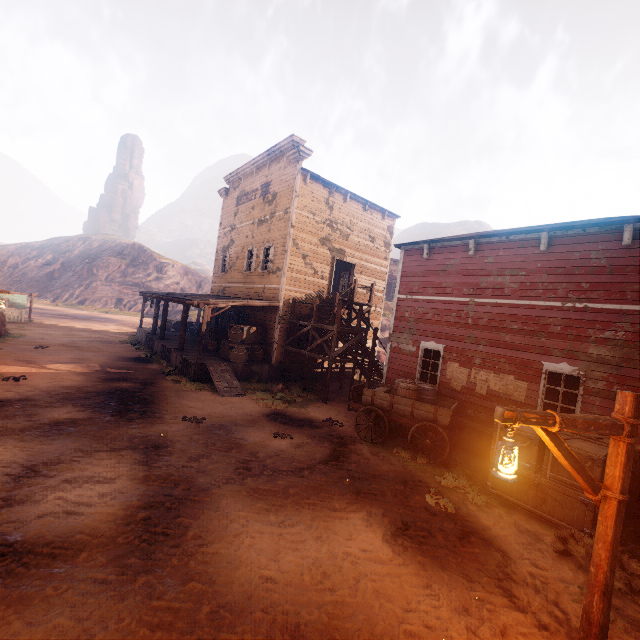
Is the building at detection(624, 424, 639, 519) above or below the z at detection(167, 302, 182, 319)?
below

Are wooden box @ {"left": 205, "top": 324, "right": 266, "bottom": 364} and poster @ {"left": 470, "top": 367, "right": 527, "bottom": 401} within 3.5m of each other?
no

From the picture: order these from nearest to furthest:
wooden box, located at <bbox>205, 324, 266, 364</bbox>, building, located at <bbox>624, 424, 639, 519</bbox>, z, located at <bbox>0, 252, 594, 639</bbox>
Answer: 1. z, located at <bbox>0, 252, 594, 639</bbox>
2. building, located at <bbox>624, 424, 639, 519</bbox>
3. wooden box, located at <bbox>205, 324, 266, 364</bbox>

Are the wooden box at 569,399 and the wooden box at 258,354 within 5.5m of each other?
no

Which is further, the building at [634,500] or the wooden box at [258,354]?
the wooden box at [258,354]

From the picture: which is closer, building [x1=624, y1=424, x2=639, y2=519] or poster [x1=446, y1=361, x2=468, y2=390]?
building [x1=624, y1=424, x2=639, y2=519]

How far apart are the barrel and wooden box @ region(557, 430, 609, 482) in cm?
212

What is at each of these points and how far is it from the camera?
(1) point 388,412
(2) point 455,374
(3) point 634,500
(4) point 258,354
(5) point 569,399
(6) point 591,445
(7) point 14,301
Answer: (1) carraige, 10.1m
(2) poster, 11.0m
(3) building, 7.5m
(4) wooden box, 16.5m
(5) wooden box, 9.3m
(6) wooden box, 7.0m
(7) sign, 25.5m
